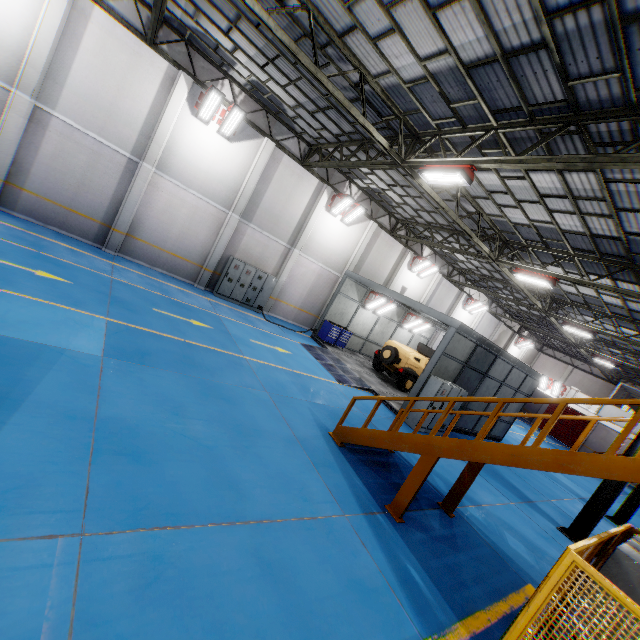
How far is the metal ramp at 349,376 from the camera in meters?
13.8

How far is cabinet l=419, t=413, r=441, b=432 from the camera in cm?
1255

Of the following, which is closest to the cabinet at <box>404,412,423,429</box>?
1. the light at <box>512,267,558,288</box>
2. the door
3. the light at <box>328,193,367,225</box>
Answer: the light at <box>512,267,558,288</box>

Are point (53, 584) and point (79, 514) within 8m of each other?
yes

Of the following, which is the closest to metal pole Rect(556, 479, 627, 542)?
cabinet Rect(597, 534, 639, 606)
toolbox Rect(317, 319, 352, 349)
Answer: cabinet Rect(597, 534, 639, 606)

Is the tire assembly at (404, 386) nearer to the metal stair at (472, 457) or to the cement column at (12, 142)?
the metal stair at (472, 457)

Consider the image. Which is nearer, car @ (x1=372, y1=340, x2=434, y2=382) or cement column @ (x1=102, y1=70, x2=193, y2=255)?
cement column @ (x1=102, y1=70, x2=193, y2=255)

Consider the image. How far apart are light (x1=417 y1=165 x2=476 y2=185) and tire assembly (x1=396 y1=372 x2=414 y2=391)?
9.83m
